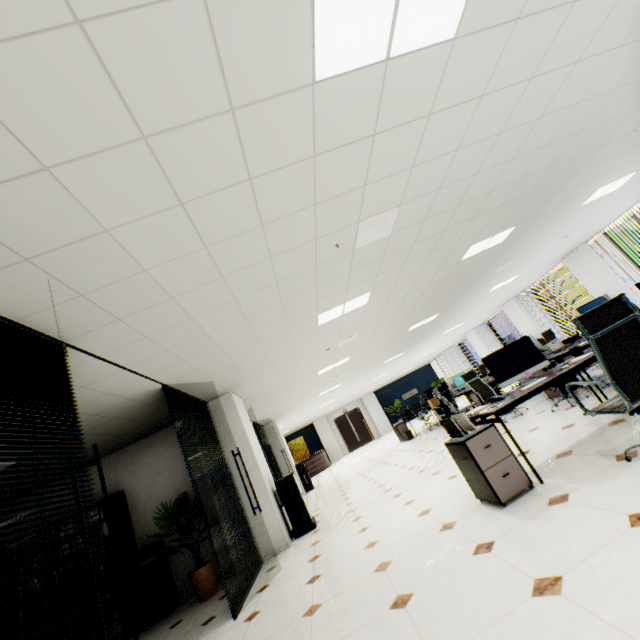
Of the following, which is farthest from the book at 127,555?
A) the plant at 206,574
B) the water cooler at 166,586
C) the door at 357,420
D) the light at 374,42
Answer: the door at 357,420

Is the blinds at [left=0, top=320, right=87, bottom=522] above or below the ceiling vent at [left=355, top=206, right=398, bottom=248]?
below

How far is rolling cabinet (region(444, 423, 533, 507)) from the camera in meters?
3.0 m

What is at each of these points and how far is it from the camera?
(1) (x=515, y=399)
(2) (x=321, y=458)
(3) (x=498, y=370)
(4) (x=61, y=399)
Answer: (1) table, 3.3 meters
(2) reception desk, 19.6 meters
(3) monitor, 4.1 meters
(4) blinds, 2.6 meters

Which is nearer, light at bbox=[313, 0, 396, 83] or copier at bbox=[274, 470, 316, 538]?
light at bbox=[313, 0, 396, 83]

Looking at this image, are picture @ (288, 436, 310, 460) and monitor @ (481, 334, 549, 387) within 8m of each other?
no

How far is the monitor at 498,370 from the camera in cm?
402

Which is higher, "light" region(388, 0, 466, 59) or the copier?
"light" region(388, 0, 466, 59)
